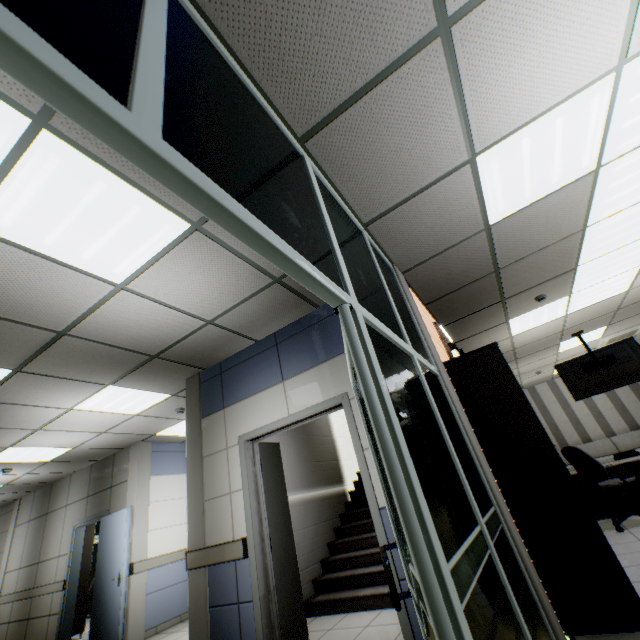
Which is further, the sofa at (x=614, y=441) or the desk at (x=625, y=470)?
the sofa at (x=614, y=441)

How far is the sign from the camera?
4.31m

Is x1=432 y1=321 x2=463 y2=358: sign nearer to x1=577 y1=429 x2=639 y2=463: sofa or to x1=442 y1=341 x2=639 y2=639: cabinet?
x1=442 y1=341 x2=639 y2=639: cabinet

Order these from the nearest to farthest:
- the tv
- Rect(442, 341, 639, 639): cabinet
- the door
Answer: Rect(442, 341, 639, 639): cabinet → the door → the tv

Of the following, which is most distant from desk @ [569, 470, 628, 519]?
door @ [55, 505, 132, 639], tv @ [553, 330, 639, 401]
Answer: door @ [55, 505, 132, 639]

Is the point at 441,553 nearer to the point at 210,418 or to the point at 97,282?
the point at 97,282

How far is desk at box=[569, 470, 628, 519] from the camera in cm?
550

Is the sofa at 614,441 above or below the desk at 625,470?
above
